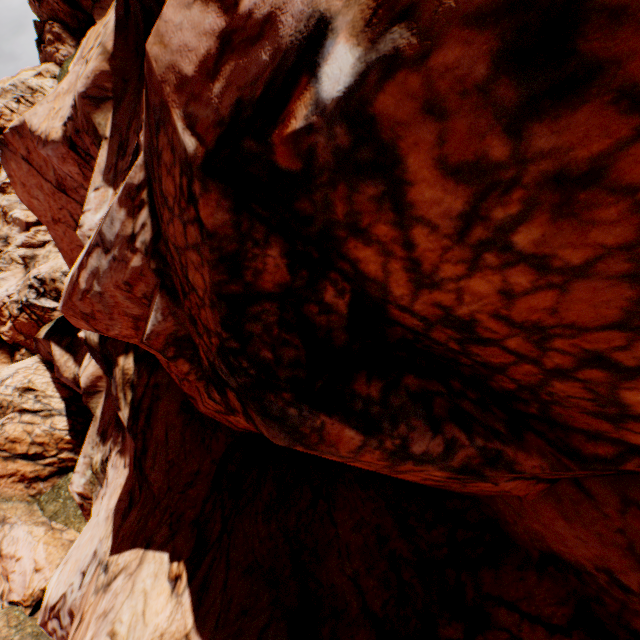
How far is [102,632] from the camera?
8.69m
